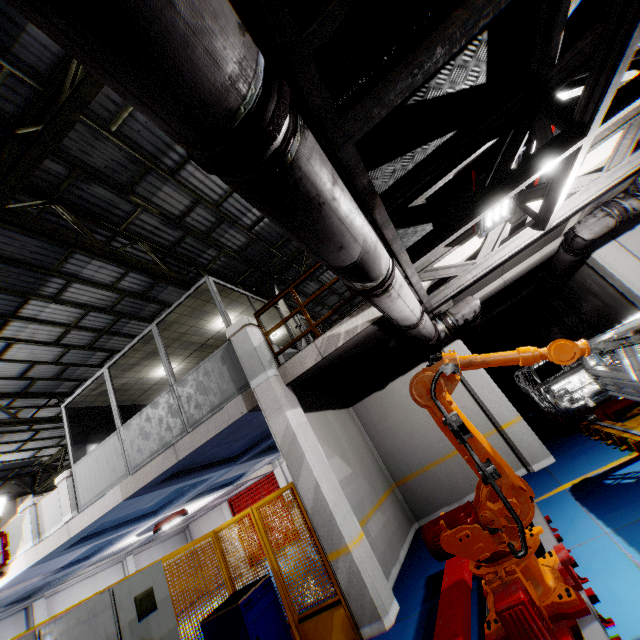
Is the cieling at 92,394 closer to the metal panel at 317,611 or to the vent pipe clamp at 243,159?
the metal panel at 317,611

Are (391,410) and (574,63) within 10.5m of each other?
yes

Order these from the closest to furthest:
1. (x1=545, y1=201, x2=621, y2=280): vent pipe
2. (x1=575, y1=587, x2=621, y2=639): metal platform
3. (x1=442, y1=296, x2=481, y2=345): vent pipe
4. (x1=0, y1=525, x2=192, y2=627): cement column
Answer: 1. (x1=575, y1=587, x2=621, y2=639): metal platform
2. (x1=545, y1=201, x2=621, y2=280): vent pipe
3. (x1=442, y1=296, x2=481, y2=345): vent pipe
4. (x1=0, y1=525, x2=192, y2=627): cement column

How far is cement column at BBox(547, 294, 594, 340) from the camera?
10.4 meters

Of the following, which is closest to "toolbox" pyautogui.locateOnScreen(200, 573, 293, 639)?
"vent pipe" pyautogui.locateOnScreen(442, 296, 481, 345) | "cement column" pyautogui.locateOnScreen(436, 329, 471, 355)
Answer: "cement column" pyautogui.locateOnScreen(436, 329, 471, 355)

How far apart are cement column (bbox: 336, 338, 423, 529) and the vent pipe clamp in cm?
783

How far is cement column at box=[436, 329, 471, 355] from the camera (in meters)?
8.05

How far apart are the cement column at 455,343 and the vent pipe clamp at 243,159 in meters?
7.8
